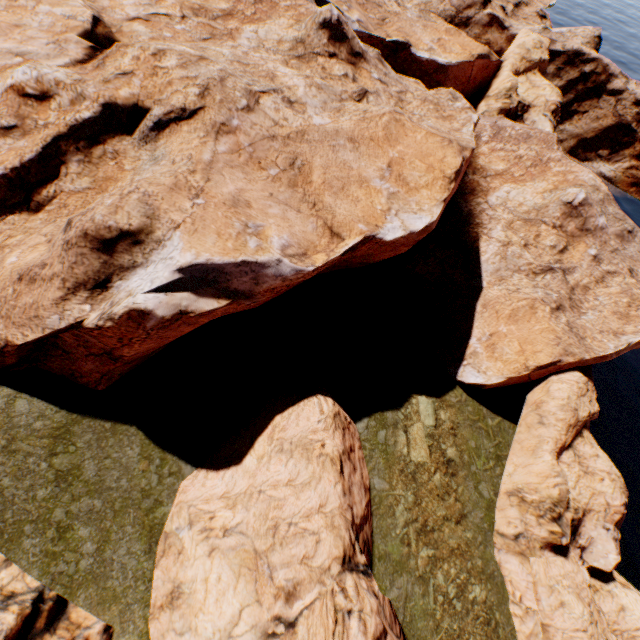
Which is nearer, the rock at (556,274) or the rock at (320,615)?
the rock at (320,615)

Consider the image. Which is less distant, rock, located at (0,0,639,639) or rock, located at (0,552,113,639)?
rock, located at (0,552,113,639)

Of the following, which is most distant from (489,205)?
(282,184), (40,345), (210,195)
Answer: (40,345)

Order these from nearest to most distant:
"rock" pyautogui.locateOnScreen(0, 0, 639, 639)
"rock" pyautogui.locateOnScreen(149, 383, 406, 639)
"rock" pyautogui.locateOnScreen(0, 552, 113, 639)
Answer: "rock" pyautogui.locateOnScreen(0, 552, 113, 639), "rock" pyautogui.locateOnScreen(149, 383, 406, 639), "rock" pyautogui.locateOnScreen(0, 0, 639, 639)
